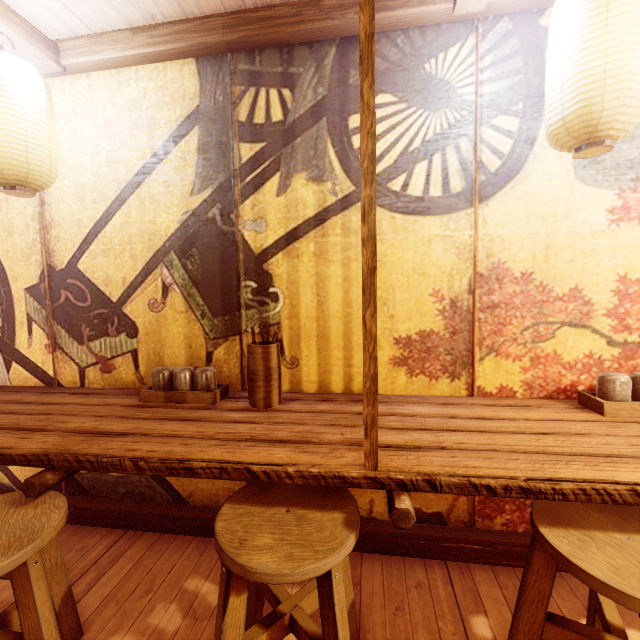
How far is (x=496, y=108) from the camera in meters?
3.0

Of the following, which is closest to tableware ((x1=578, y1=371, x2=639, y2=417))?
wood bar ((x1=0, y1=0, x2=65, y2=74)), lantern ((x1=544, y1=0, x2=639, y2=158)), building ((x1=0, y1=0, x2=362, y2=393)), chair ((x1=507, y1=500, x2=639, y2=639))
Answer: building ((x1=0, y1=0, x2=362, y2=393))

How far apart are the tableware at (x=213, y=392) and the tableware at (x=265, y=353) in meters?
0.3

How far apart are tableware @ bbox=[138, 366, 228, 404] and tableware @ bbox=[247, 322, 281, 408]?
0.35m

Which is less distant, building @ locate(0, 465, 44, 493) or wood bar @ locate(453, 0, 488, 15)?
wood bar @ locate(453, 0, 488, 15)

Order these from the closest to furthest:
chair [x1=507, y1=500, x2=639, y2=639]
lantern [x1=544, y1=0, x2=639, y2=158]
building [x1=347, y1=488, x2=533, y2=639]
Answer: chair [x1=507, y1=500, x2=639, y2=639]
lantern [x1=544, y1=0, x2=639, y2=158]
building [x1=347, y1=488, x2=533, y2=639]

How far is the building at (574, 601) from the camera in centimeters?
264cm

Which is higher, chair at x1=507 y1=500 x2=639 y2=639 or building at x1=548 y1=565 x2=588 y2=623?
chair at x1=507 y1=500 x2=639 y2=639
